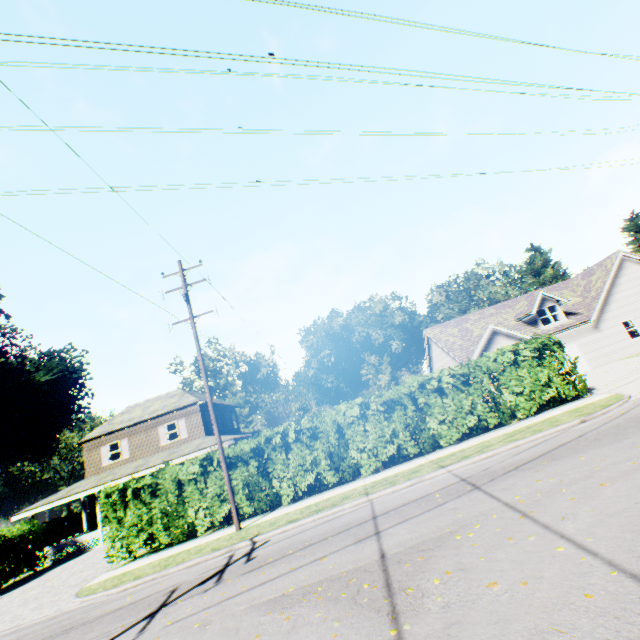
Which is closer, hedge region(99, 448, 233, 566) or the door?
hedge region(99, 448, 233, 566)

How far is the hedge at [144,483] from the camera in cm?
1345

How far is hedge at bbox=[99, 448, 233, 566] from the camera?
13.5m

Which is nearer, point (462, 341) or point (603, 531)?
point (603, 531)

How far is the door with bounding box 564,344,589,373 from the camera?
24.0m

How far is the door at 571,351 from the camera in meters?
24.0 m
